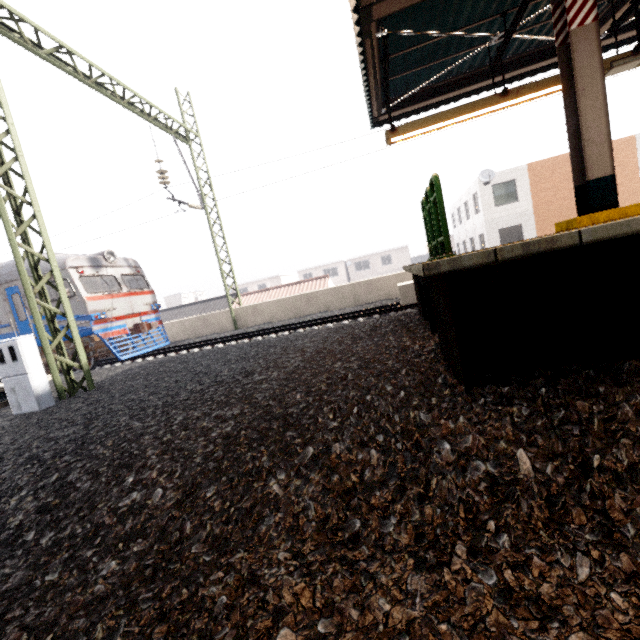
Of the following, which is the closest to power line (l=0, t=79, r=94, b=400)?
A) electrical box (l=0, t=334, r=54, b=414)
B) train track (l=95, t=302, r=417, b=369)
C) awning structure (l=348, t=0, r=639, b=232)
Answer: electrical box (l=0, t=334, r=54, b=414)

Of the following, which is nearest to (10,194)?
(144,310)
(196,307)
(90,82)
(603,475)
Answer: (90,82)

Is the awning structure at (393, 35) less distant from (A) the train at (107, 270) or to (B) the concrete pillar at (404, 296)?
(B) the concrete pillar at (404, 296)

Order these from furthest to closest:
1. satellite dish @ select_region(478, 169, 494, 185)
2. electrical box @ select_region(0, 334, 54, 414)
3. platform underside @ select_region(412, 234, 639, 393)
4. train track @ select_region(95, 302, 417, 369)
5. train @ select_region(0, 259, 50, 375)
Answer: satellite dish @ select_region(478, 169, 494, 185), train @ select_region(0, 259, 50, 375), train track @ select_region(95, 302, 417, 369), electrical box @ select_region(0, 334, 54, 414), platform underside @ select_region(412, 234, 639, 393)

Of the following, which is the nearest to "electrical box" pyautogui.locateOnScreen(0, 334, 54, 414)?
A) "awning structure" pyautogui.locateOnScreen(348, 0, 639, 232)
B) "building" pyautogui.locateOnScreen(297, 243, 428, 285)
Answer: "awning structure" pyautogui.locateOnScreen(348, 0, 639, 232)

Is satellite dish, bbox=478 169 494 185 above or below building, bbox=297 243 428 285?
above

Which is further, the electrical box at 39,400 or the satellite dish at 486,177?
the satellite dish at 486,177

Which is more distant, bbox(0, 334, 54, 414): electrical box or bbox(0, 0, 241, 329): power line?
bbox(0, 0, 241, 329): power line
